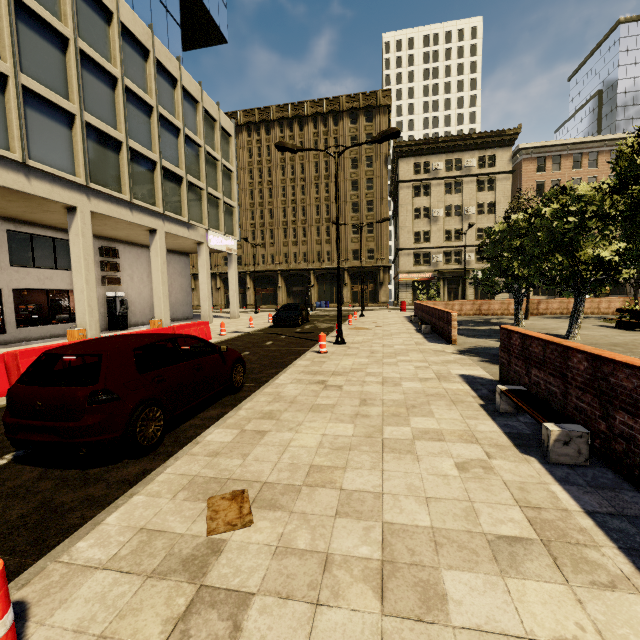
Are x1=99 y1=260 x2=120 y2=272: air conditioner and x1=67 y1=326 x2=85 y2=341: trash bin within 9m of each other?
yes

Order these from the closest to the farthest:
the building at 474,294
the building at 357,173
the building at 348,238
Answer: the building at 474,294 → the building at 357,173 → the building at 348,238

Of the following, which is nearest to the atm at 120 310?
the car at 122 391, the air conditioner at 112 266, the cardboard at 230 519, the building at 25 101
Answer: the building at 25 101

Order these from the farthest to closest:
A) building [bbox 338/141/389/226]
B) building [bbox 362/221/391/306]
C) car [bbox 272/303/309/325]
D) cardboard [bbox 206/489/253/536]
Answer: building [bbox 362/221/391/306], building [bbox 338/141/389/226], car [bbox 272/303/309/325], cardboard [bbox 206/489/253/536]

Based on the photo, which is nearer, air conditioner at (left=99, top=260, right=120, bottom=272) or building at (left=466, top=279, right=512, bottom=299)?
air conditioner at (left=99, top=260, right=120, bottom=272)

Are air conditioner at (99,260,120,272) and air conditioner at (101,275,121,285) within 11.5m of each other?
yes

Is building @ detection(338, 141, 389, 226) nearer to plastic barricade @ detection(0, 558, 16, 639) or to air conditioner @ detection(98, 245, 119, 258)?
air conditioner @ detection(98, 245, 119, 258)

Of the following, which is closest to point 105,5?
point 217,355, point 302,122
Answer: point 217,355
